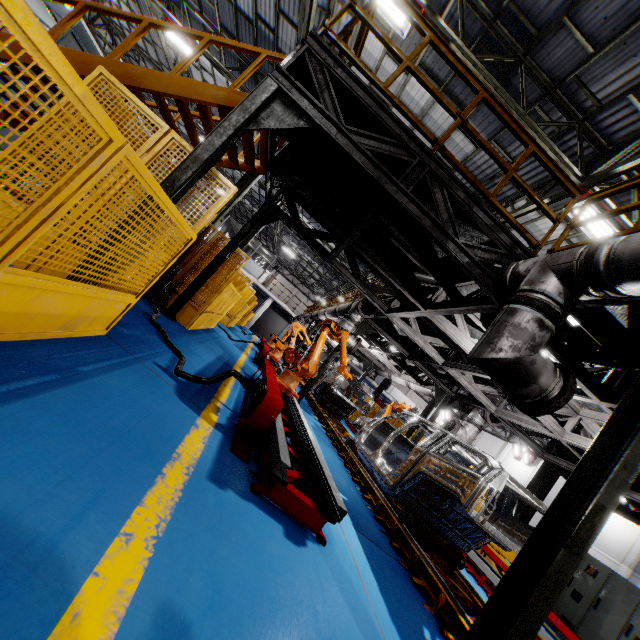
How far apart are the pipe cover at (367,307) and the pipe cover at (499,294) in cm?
519

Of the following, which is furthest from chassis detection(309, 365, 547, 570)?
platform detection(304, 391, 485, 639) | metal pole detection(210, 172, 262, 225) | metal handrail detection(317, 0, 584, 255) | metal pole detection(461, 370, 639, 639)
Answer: metal pole detection(210, 172, 262, 225)

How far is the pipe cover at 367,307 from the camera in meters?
8.9

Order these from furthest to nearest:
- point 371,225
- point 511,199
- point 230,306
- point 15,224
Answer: point 230,306, point 511,199, point 371,225, point 15,224

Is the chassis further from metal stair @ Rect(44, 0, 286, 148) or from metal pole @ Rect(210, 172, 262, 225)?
metal pole @ Rect(210, 172, 262, 225)

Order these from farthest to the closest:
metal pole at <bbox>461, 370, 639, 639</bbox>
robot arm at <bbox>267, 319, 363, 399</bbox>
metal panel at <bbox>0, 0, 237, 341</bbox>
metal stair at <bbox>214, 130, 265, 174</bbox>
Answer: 1. robot arm at <bbox>267, 319, 363, 399</bbox>
2. metal stair at <bbox>214, 130, 265, 174</bbox>
3. metal pole at <bbox>461, 370, 639, 639</bbox>
4. metal panel at <bbox>0, 0, 237, 341</bbox>

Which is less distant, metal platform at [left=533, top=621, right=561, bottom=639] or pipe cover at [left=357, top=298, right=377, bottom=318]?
metal platform at [left=533, top=621, right=561, bottom=639]

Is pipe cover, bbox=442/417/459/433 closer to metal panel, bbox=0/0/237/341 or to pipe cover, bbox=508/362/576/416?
metal panel, bbox=0/0/237/341
